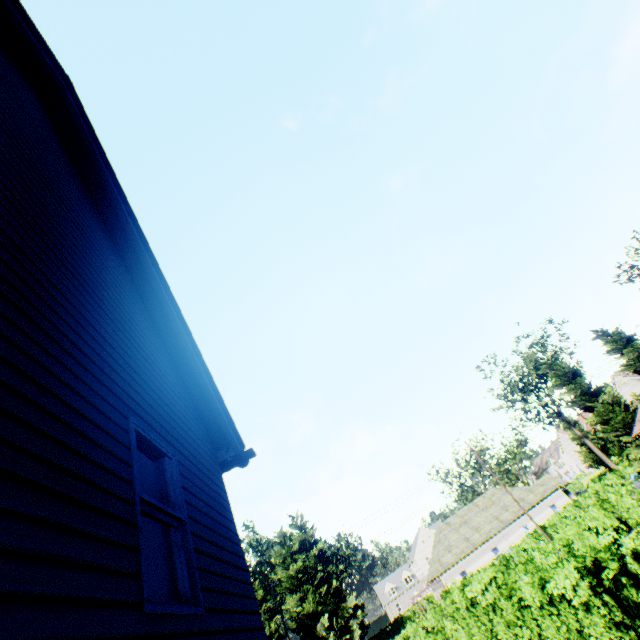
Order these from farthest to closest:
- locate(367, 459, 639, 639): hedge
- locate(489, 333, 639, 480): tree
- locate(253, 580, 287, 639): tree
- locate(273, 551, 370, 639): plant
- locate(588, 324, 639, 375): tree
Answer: locate(273, 551, 370, 639): plant → locate(253, 580, 287, 639): tree → locate(588, 324, 639, 375): tree → locate(489, 333, 639, 480): tree → locate(367, 459, 639, 639): hedge

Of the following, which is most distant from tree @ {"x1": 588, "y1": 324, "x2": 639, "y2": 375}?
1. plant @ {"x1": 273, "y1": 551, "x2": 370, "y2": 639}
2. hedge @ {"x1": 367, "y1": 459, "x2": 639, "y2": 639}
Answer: plant @ {"x1": 273, "y1": 551, "x2": 370, "y2": 639}

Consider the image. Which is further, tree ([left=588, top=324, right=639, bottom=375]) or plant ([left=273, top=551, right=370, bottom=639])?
plant ([left=273, top=551, right=370, bottom=639])

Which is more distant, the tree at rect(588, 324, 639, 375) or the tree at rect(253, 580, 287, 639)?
the tree at rect(253, 580, 287, 639)

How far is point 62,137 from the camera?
5.1m

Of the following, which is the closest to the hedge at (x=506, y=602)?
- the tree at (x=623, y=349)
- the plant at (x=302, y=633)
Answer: the tree at (x=623, y=349)

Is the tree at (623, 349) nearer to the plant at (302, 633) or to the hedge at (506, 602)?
the hedge at (506, 602)
